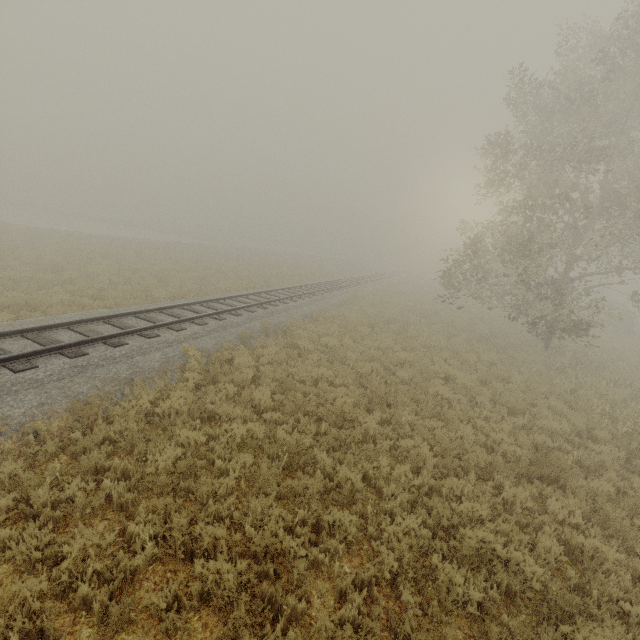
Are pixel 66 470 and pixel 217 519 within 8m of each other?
yes
